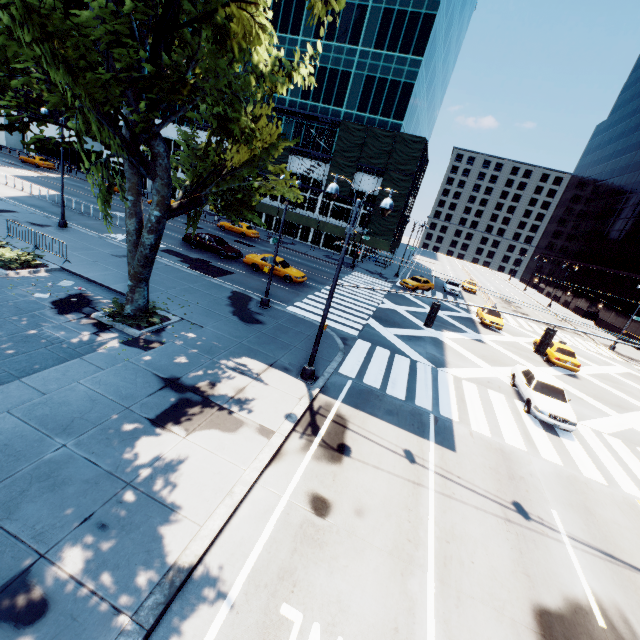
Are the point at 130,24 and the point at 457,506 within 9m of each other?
no

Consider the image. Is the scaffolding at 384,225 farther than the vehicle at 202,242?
Yes

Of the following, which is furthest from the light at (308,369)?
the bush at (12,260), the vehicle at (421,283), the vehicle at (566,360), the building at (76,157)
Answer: the building at (76,157)

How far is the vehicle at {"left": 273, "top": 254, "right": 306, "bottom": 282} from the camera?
25.2 meters

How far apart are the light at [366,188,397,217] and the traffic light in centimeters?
588cm

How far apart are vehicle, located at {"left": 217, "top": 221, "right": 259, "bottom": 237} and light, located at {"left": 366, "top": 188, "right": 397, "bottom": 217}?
30.5 meters

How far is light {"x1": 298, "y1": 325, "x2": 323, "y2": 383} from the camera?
12.05m

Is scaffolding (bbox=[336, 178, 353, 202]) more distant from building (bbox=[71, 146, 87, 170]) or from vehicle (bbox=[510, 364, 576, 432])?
vehicle (bbox=[510, 364, 576, 432])
